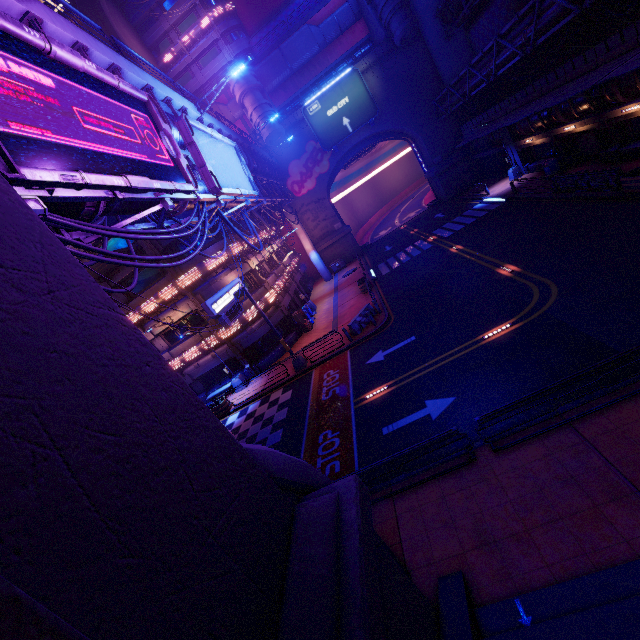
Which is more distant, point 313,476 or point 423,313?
point 423,313

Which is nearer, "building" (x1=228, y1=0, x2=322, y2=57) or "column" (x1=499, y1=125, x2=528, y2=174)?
"column" (x1=499, y1=125, x2=528, y2=174)

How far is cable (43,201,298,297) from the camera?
7.09m

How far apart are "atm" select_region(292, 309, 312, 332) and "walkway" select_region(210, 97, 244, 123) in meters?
28.6

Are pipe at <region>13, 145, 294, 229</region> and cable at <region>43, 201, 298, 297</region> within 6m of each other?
yes

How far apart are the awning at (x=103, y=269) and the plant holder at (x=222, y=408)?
11.50m

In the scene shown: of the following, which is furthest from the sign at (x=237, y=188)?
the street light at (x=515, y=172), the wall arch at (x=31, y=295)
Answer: the street light at (x=515, y=172)

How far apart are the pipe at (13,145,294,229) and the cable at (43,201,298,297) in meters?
0.0 m
